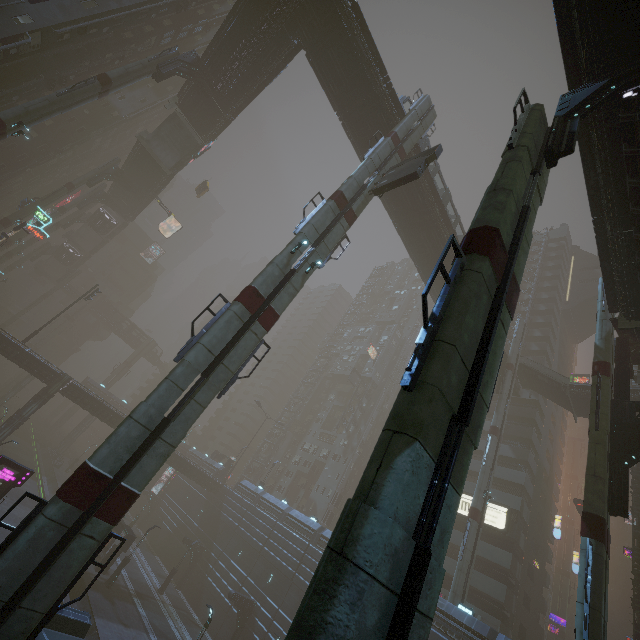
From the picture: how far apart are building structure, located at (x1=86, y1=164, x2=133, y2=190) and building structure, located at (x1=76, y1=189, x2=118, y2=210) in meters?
9.9 m

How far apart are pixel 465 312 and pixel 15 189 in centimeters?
7371cm

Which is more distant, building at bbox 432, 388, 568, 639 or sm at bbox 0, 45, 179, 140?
building at bbox 432, 388, 568, 639

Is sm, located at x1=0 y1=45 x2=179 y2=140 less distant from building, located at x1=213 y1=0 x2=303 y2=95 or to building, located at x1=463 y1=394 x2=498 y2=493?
building, located at x1=463 y1=394 x2=498 y2=493

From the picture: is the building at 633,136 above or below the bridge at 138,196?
below

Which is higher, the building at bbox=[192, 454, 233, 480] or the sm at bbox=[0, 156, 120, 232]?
the sm at bbox=[0, 156, 120, 232]

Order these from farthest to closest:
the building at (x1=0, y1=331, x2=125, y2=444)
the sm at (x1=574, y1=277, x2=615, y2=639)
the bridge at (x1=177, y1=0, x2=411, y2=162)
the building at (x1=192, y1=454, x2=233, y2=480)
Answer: the building at (x1=192, y1=454, x2=233, y2=480) < the building at (x1=0, y1=331, x2=125, y2=444) < the bridge at (x1=177, y1=0, x2=411, y2=162) < the sm at (x1=574, y1=277, x2=615, y2=639)

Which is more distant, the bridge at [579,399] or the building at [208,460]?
the building at [208,460]
